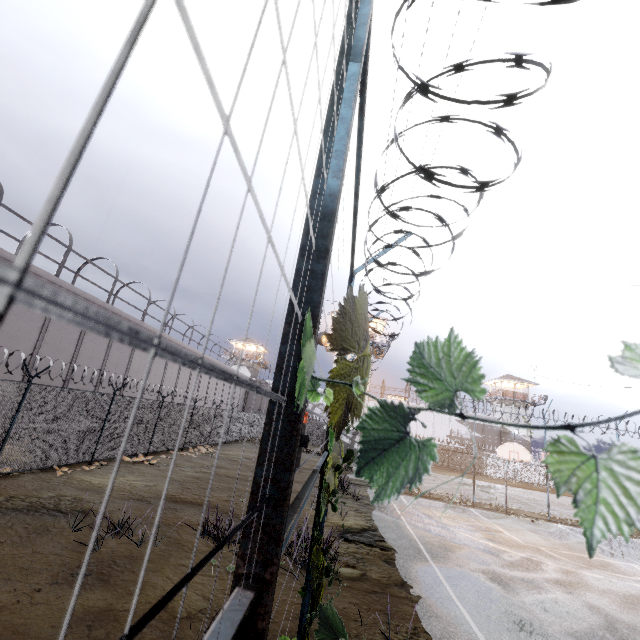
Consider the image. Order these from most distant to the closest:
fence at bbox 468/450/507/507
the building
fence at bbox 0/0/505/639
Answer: the building, fence at bbox 468/450/507/507, fence at bbox 0/0/505/639

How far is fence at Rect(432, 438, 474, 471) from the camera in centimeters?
1897cm

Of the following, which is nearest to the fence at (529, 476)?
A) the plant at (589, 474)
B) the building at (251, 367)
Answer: the plant at (589, 474)

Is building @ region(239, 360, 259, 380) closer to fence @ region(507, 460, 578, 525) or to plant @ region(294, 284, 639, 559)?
fence @ region(507, 460, 578, 525)

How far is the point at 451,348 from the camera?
0.6 meters

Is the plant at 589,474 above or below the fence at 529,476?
above

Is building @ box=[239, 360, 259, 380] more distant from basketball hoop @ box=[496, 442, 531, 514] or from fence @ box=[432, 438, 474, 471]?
basketball hoop @ box=[496, 442, 531, 514]

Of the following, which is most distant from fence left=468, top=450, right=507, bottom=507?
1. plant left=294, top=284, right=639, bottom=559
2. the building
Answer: the building
